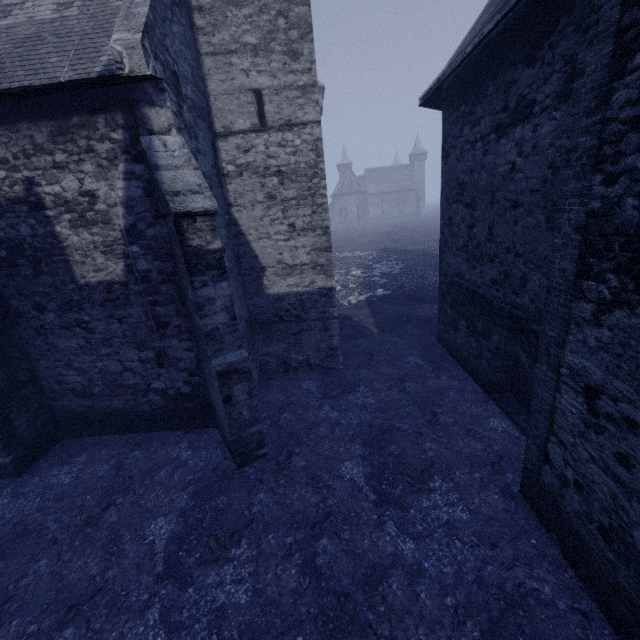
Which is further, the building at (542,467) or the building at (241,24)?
the building at (241,24)

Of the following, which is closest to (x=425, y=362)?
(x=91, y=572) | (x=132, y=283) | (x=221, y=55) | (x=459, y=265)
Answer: (x=459, y=265)

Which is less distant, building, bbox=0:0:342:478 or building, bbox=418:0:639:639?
building, bbox=418:0:639:639
